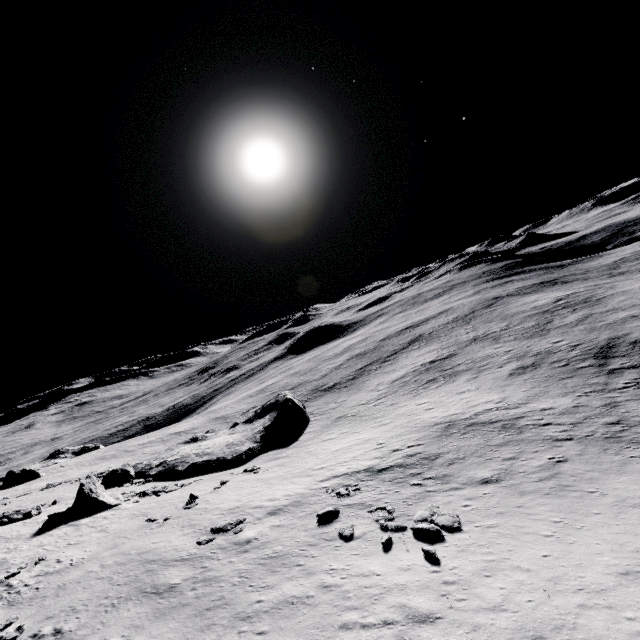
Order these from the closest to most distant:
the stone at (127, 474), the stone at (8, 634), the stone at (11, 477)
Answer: the stone at (8, 634) → the stone at (127, 474) → the stone at (11, 477)

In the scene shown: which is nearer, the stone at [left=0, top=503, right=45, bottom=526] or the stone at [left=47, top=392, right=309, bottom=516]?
the stone at [left=0, top=503, right=45, bottom=526]

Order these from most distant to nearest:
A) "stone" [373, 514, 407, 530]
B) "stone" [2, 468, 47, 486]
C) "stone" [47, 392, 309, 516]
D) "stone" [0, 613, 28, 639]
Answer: "stone" [2, 468, 47, 486]
"stone" [47, 392, 309, 516]
"stone" [373, 514, 407, 530]
"stone" [0, 613, 28, 639]

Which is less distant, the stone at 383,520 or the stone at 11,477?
the stone at 383,520

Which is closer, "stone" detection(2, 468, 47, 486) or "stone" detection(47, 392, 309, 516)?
"stone" detection(47, 392, 309, 516)

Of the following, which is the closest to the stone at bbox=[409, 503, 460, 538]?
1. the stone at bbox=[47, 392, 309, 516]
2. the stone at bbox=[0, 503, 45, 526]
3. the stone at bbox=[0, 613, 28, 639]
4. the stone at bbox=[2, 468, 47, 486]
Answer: the stone at bbox=[0, 613, 28, 639]

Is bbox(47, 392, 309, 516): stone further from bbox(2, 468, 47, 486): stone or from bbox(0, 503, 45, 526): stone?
bbox(2, 468, 47, 486): stone

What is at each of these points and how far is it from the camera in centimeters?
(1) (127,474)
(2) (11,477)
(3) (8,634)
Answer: (1) stone, 3975cm
(2) stone, 5759cm
(3) stone, 1298cm
